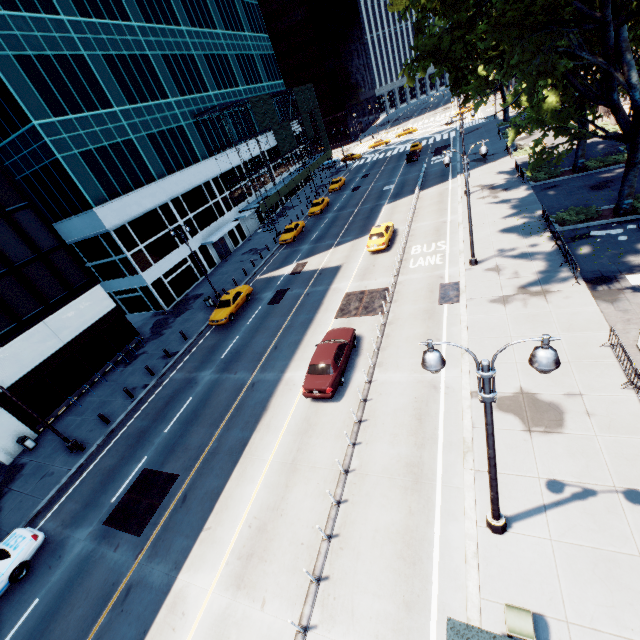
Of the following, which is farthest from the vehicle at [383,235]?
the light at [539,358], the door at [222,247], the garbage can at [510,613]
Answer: the garbage can at [510,613]

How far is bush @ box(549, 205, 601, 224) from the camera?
21.4 meters

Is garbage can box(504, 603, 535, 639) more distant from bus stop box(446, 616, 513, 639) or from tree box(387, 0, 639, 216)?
tree box(387, 0, 639, 216)

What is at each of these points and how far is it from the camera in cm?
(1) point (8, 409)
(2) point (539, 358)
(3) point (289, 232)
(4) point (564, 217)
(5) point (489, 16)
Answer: (1) building, 2075
(2) light, 552
(3) vehicle, 3884
(4) bush, 2183
(5) tree, 1494

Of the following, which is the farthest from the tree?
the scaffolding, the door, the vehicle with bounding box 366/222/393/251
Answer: the door

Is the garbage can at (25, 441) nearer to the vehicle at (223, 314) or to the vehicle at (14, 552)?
the vehicle at (14, 552)

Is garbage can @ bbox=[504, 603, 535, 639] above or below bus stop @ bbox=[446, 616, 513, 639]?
below

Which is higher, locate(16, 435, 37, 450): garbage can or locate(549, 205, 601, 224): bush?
locate(16, 435, 37, 450): garbage can
